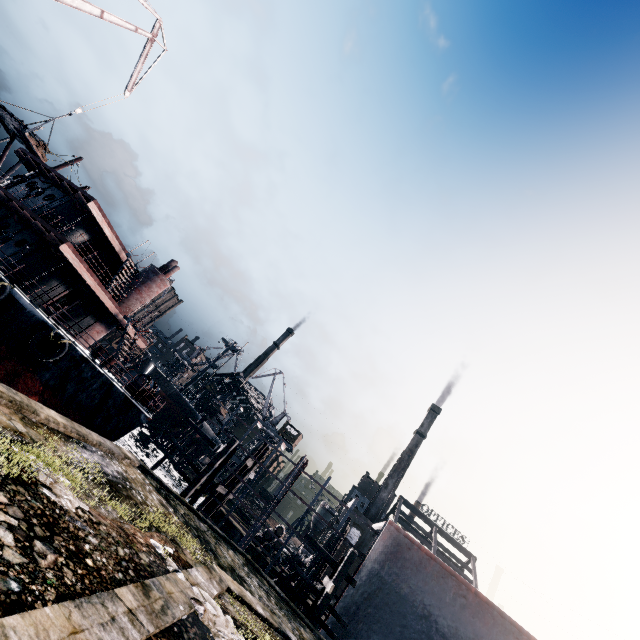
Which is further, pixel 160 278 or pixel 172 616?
pixel 160 278

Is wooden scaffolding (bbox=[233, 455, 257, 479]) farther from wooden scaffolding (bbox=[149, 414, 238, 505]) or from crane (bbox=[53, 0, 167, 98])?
crane (bbox=[53, 0, 167, 98])

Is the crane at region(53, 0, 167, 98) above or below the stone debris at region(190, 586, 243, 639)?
above

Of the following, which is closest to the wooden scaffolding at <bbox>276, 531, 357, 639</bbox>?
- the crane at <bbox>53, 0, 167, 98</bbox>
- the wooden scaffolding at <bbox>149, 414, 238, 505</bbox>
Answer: the wooden scaffolding at <bbox>149, 414, 238, 505</bbox>

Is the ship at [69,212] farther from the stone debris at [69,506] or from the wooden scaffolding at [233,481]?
the stone debris at [69,506]

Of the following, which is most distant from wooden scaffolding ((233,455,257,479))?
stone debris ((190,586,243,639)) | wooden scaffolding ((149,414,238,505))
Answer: stone debris ((190,586,243,639))

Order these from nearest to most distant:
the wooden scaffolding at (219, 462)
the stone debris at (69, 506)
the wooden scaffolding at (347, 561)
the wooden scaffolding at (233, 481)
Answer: the stone debris at (69, 506) < the wooden scaffolding at (347, 561) < the wooden scaffolding at (219, 462) < the wooden scaffolding at (233, 481)

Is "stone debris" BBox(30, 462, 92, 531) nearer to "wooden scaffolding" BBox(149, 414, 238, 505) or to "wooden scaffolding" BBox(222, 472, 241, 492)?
"wooden scaffolding" BBox(149, 414, 238, 505)
